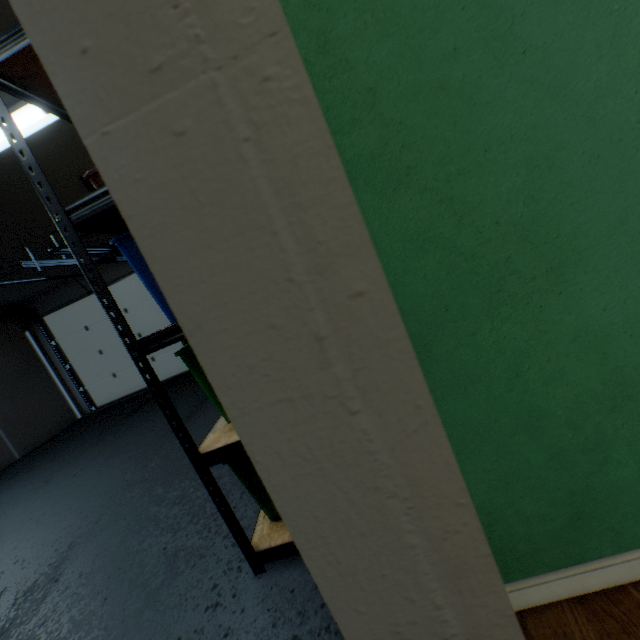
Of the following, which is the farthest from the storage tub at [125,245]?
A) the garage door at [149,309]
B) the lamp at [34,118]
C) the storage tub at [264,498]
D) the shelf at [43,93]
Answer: the garage door at [149,309]

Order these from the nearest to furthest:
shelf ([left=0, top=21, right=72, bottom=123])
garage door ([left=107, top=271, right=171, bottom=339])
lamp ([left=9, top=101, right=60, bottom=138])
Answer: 1. shelf ([left=0, top=21, right=72, bottom=123])
2. lamp ([left=9, top=101, right=60, bottom=138])
3. garage door ([left=107, top=271, right=171, bottom=339])

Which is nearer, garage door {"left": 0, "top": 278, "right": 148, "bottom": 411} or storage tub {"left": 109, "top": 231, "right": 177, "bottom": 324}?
storage tub {"left": 109, "top": 231, "right": 177, "bottom": 324}

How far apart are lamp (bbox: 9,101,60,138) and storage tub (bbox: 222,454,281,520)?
2.0 meters

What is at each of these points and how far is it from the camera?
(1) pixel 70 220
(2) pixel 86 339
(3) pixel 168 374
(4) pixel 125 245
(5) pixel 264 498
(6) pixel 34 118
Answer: (1) shelf, 1.0 meters
(2) garage door, 6.2 meters
(3) garage door, 6.2 meters
(4) storage tub, 1.2 meters
(5) storage tub, 1.3 meters
(6) lamp, 1.8 meters

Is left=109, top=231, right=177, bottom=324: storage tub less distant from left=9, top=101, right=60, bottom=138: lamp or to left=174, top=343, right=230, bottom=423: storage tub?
left=174, top=343, right=230, bottom=423: storage tub

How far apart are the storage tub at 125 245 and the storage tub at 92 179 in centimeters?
12cm

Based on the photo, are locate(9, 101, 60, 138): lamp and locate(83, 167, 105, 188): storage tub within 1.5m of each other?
yes
